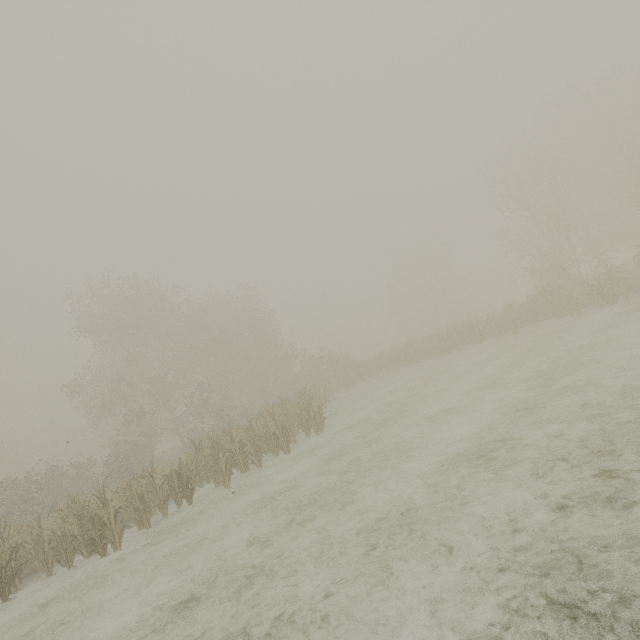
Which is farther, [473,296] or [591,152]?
[473,296]
